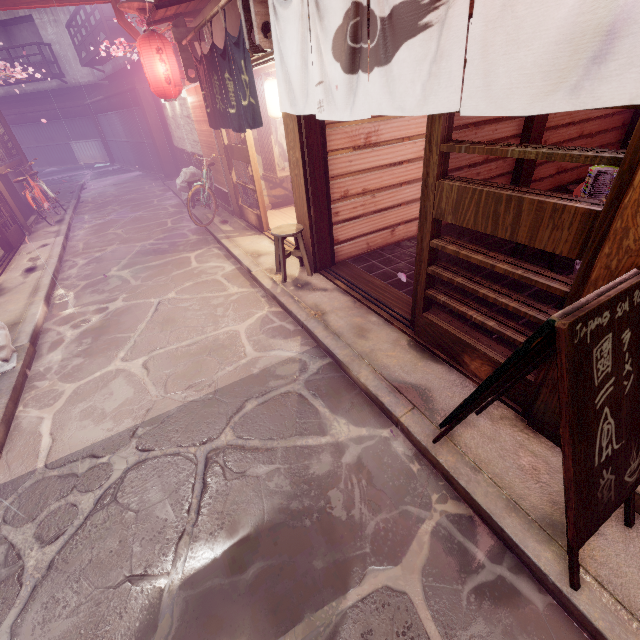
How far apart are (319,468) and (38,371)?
7.04m

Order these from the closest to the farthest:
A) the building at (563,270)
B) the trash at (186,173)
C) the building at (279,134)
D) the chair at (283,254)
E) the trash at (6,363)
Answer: the trash at (6,363), the building at (563,270), the chair at (283,254), the building at (279,134), the trash at (186,173)

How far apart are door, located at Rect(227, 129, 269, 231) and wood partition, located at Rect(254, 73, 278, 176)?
1.24m

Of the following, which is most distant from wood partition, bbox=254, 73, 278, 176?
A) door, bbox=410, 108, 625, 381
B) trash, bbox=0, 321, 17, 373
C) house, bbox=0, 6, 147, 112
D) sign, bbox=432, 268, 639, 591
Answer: house, bbox=0, 6, 147, 112

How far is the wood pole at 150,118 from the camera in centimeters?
2208cm

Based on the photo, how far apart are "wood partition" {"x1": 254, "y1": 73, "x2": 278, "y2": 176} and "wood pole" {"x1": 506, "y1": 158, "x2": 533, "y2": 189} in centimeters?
885cm

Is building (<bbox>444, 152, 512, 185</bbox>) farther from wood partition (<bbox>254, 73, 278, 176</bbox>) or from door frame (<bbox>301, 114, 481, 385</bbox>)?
wood partition (<bbox>254, 73, 278, 176</bbox>)

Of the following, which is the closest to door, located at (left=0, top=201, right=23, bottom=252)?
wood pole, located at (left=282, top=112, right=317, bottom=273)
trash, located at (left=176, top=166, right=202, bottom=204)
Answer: trash, located at (left=176, top=166, right=202, bottom=204)
